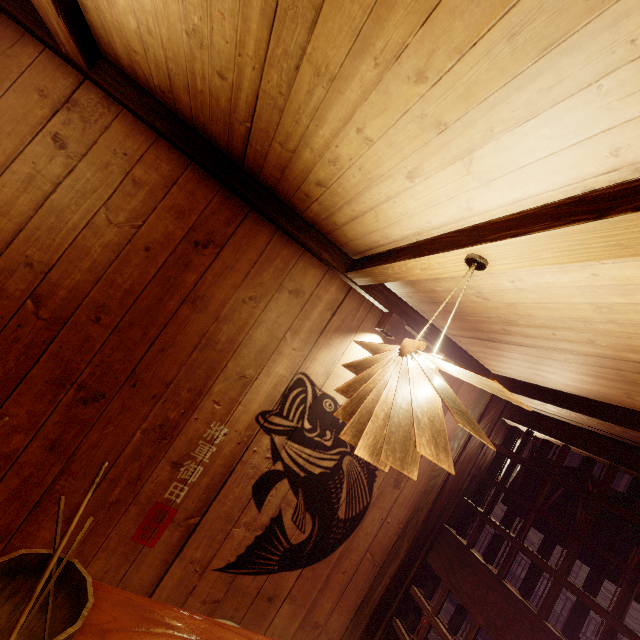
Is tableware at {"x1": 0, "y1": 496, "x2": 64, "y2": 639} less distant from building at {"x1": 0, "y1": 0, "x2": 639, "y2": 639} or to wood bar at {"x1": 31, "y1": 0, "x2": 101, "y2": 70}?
building at {"x1": 0, "y1": 0, "x2": 639, "y2": 639}

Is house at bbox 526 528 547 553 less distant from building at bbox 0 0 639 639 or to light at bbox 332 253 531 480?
building at bbox 0 0 639 639

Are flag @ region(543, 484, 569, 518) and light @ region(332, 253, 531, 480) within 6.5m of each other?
yes

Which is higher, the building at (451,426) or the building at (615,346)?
the building at (615,346)

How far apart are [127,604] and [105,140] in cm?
403

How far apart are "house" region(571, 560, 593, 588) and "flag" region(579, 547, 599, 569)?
8.7m

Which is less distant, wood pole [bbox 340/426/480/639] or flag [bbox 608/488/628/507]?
flag [bbox 608/488/628/507]

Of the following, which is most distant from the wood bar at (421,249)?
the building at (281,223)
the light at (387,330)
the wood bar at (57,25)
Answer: the wood bar at (57,25)
